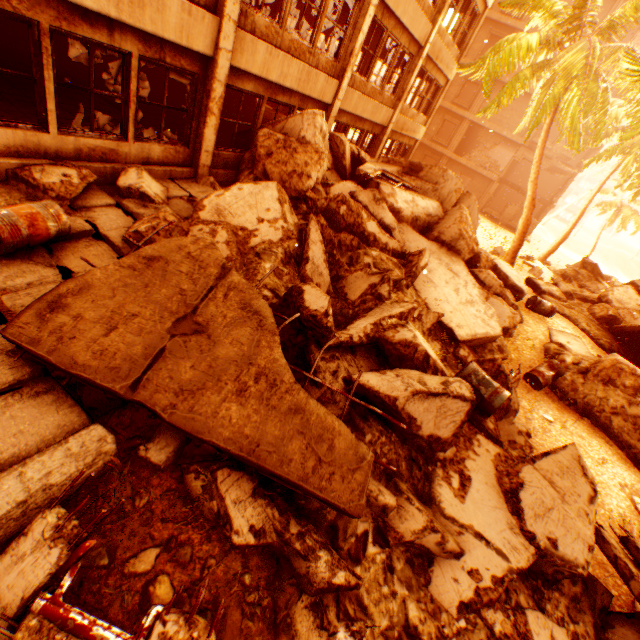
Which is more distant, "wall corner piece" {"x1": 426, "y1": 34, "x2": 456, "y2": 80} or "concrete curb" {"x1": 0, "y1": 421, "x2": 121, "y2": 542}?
"wall corner piece" {"x1": 426, "y1": 34, "x2": 456, "y2": 80}

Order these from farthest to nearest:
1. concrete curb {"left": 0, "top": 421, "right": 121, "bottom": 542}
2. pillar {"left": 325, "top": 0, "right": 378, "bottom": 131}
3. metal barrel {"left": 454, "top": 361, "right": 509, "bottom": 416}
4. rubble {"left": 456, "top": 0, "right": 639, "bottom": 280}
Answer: rubble {"left": 456, "top": 0, "right": 639, "bottom": 280} → pillar {"left": 325, "top": 0, "right": 378, "bottom": 131} → metal barrel {"left": 454, "top": 361, "right": 509, "bottom": 416} → concrete curb {"left": 0, "top": 421, "right": 121, "bottom": 542}

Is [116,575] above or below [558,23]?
below

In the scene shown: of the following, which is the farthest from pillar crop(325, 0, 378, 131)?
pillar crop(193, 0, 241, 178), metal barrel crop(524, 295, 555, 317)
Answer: metal barrel crop(524, 295, 555, 317)

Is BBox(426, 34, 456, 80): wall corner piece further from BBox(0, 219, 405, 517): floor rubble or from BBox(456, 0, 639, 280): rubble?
BBox(0, 219, 405, 517): floor rubble

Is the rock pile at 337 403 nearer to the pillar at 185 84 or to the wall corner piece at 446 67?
the wall corner piece at 446 67

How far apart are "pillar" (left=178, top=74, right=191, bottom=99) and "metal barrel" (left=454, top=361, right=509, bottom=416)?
15.86m

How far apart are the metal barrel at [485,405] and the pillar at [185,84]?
15.9m
